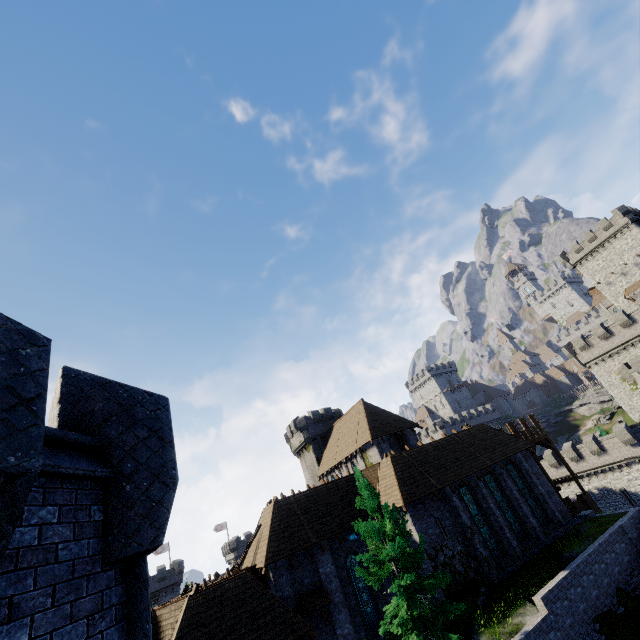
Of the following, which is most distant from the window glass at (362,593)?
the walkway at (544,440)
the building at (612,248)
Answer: the building at (612,248)

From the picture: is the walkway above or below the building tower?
below

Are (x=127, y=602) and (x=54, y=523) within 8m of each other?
yes

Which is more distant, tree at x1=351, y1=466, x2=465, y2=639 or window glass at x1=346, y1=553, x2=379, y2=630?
window glass at x1=346, y1=553, x2=379, y2=630

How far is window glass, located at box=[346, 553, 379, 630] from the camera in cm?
1955

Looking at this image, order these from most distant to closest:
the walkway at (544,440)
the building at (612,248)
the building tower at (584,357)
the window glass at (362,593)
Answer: the building at (612,248) → the building tower at (584,357) → the walkway at (544,440) → the window glass at (362,593)

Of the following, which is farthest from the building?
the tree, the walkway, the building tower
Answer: the tree

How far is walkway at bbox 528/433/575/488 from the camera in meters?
30.5
